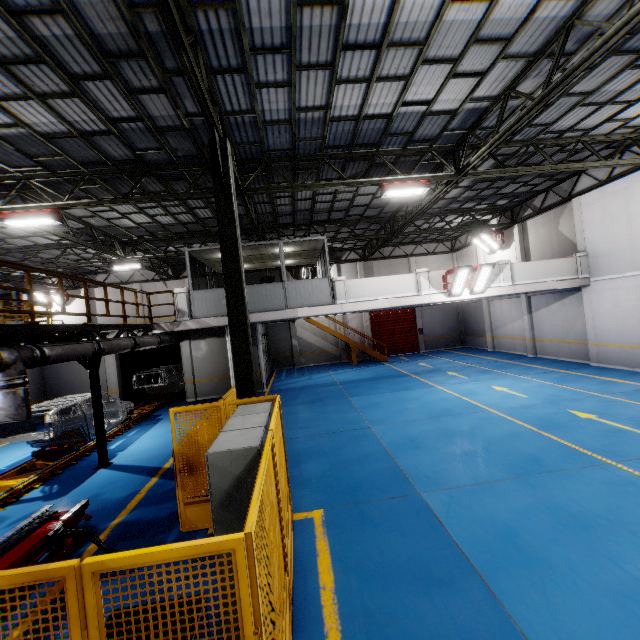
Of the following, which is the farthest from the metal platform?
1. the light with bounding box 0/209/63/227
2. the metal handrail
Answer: the light with bounding box 0/209/63/227

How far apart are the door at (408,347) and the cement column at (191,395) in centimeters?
1417cm

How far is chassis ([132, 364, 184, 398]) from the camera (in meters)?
17.06

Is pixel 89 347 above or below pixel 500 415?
above

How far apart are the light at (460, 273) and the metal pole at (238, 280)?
9.33m

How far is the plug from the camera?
5.1m

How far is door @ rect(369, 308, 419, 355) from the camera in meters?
26.5

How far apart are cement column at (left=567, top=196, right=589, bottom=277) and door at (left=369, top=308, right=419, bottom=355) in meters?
12.2 m
